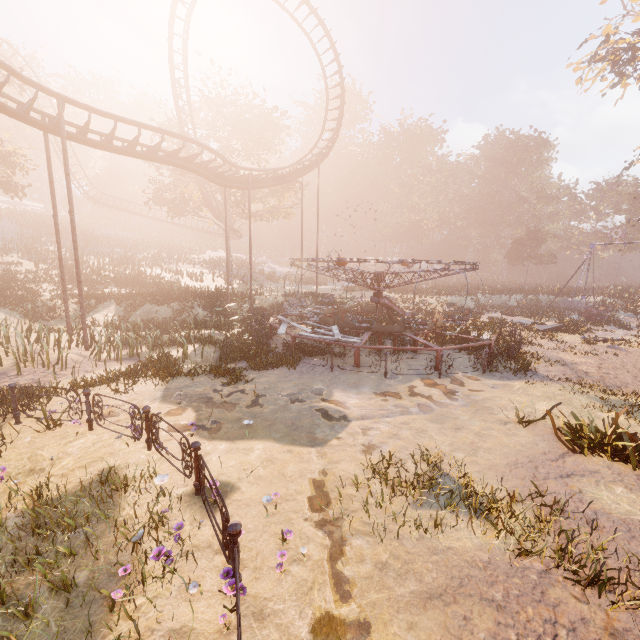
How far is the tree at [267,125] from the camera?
28.90m

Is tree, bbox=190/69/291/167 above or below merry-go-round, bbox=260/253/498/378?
above

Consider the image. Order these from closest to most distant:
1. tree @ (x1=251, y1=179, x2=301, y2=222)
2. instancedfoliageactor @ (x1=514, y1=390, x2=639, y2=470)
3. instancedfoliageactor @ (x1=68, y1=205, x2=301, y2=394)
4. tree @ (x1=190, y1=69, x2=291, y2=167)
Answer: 1. instancedfoliageactor @ (x1=514, y1=390, x2=639, y2=470)
2. instancedfoliageactor @ (x1=68, y1=205, x2=301, y2=394)
3. tree @ (x1=190, y1=69, x2=291, y2=167)
4. tree @ (x1=251, y1=179, x2=301, y2=222)

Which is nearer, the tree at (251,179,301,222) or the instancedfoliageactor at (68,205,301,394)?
the instancedfoliageactor at (68,205,301,394)

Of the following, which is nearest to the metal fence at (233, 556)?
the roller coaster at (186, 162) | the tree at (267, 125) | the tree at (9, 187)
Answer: the roller coaster at (186, 162)

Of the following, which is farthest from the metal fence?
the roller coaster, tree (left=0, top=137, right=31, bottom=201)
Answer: tree (left=0, top=137, right=31, bottom=201)

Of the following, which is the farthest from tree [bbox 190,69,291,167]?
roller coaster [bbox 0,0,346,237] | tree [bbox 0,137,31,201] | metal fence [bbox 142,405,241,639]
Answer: metal fence [bbox 142,405,241,639]

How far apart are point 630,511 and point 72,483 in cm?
965
